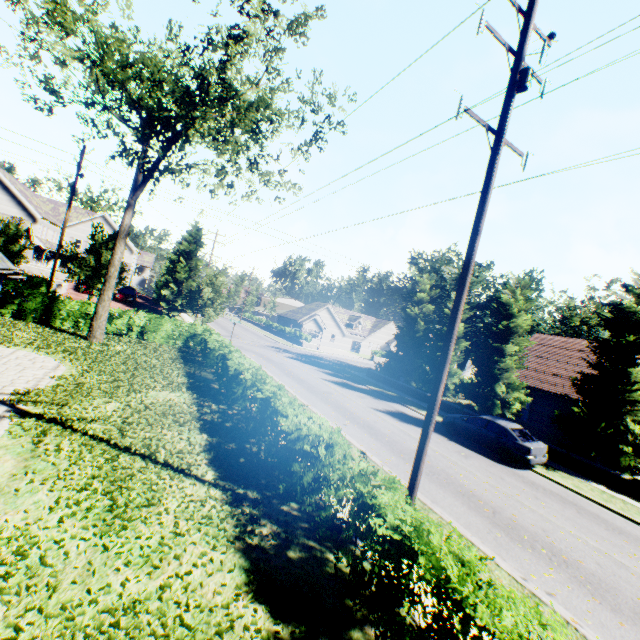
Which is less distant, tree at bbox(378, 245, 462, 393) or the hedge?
the hedge

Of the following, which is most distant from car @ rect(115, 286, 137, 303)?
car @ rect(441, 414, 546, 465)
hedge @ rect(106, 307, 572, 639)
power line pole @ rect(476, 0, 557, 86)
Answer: power line pole @ rect(476, 0, 557, 86)

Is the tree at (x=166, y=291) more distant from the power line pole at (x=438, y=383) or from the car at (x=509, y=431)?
the power line pole at (x=438, y=383)

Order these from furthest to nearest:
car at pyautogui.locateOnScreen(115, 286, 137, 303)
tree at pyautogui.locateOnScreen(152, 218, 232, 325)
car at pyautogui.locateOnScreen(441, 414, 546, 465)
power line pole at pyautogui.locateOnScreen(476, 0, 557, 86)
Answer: car at pyautogui.locateOnScreen(115, 286, 137, 303) < tree at pyautogui.locateOnScreen(152, 218, 232, 325) < car at pyautogui.locateOnScreen(441, 414, 546, 465) < power line pole at pyautogui.locateOnScreen(476, 0, 557, 86)

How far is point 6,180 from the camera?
37.5m

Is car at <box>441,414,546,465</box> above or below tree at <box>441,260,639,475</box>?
below

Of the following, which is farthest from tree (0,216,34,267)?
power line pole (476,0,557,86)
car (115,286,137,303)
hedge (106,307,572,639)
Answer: hedge (106,307,572,639)
